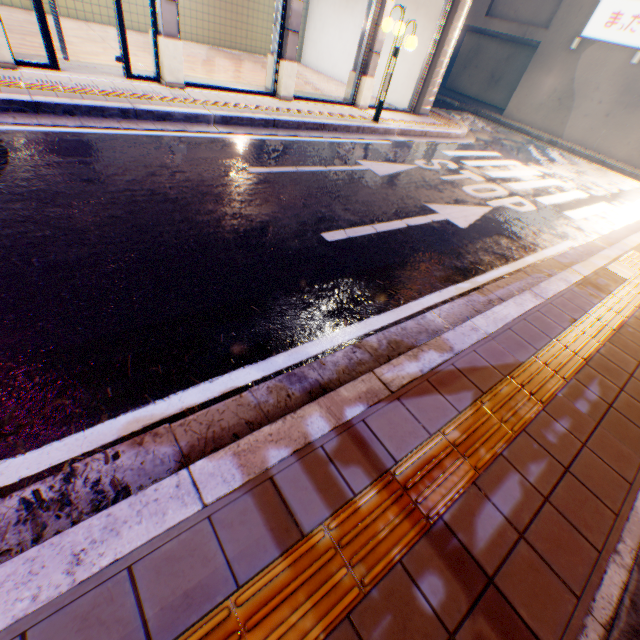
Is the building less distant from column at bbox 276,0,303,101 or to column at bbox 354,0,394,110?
column at bbox 354,0,394,110

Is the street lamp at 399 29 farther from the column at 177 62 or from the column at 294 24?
the column at 177 62

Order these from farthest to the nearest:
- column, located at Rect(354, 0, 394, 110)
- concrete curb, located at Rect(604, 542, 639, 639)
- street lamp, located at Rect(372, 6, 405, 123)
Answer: column, located at Rect(354, 0, 394, 110) → street lamp, located at Rect(372, 6, 405, 123) → concrete curb, located at Rect(604, 542, 639, 639)

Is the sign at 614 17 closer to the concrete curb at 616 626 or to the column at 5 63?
the concrete curb at 616 626

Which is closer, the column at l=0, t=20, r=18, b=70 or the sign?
the column at l=0, t=20, r=18, b=70

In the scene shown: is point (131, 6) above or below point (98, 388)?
above

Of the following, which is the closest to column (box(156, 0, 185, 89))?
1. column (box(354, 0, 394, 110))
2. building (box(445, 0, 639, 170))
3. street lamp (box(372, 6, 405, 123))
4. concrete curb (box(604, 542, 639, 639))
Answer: street lamp (box(372, 6, 405, 123))

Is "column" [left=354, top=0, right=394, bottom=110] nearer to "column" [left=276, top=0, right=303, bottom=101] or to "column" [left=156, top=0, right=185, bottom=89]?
"column" [left=276, top=0, right=303, bottom=101]
